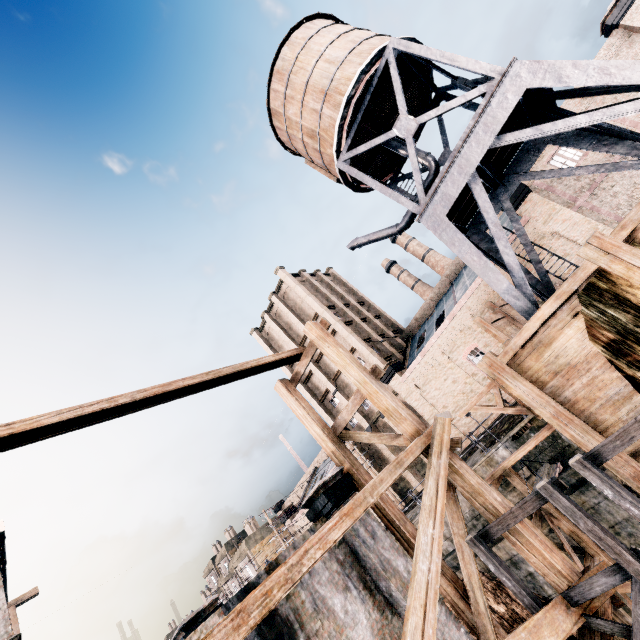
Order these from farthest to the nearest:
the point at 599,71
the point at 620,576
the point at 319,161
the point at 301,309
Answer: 1. the point at 301,309
2. the point at 319,161
3. the point at 599,71
4. the point at 620,576

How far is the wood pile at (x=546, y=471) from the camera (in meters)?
12.32

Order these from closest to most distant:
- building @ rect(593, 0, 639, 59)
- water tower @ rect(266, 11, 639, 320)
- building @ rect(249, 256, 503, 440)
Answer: water tower @ rect(266, 11, 639, 320) < building @ rect(593, 0, 639, 59) < building @ rect(249, 256, 503, 440)

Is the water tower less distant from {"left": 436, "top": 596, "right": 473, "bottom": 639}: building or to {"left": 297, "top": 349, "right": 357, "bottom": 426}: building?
{"left": 297, "top": 349, "right": 357, "bottom": 426}: building

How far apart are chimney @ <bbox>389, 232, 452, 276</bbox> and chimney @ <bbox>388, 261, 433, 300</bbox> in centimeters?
262cm

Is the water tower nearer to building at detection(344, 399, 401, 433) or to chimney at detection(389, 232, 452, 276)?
building at detection(344, 399, 401, 433)

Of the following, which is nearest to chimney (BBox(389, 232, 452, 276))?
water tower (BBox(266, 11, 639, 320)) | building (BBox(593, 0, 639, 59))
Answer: building (BBox(593, 0, 639, 59))

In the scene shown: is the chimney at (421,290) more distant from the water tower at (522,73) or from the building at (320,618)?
the building at (320,618)
